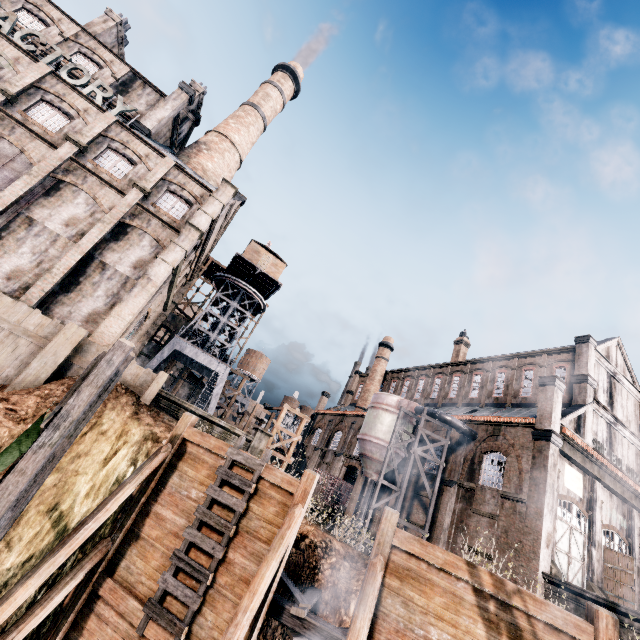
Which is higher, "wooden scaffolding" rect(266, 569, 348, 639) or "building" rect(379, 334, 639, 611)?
"building" rect(379, 334, 639, 611)

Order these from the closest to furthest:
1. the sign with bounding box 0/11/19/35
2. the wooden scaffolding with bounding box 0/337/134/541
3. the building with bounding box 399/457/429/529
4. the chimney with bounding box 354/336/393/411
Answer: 1. the wooden scaffolding with bounding box 0/337/134/541
2. the sign with bounding box 0/11/19/35
3. the building with bounding box 399/457/429/529
4. the chimney with bounding box 354/336/393/411

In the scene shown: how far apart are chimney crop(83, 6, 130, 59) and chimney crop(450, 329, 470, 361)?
52.7 meters

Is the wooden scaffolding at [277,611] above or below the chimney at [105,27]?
below

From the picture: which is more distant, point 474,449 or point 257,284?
point 257,284

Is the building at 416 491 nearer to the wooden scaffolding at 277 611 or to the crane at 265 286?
the crane at 265 286

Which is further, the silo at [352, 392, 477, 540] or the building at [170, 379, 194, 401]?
the building at [170, 379, 194, 401]

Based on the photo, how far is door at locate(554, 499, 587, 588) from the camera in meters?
21.5
